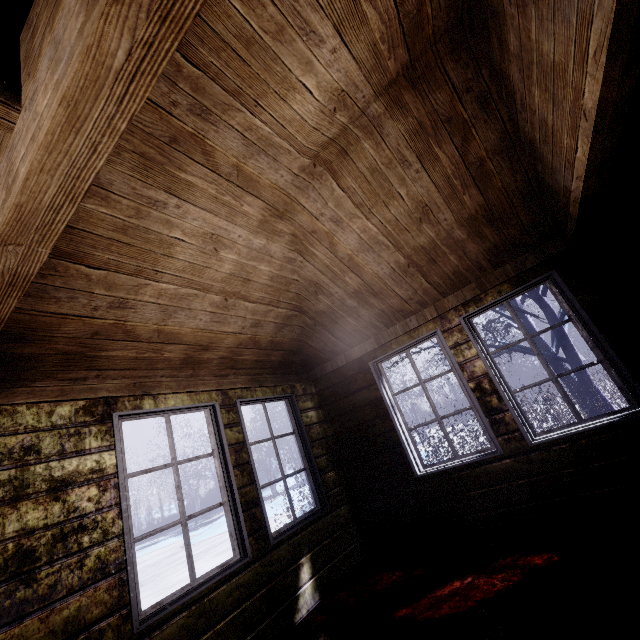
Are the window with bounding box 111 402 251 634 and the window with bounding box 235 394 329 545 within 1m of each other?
yes

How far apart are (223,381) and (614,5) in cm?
327

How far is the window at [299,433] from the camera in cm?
289

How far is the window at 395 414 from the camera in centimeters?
306cm

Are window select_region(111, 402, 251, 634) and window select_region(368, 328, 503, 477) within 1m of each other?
no

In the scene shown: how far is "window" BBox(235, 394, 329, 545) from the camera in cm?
289

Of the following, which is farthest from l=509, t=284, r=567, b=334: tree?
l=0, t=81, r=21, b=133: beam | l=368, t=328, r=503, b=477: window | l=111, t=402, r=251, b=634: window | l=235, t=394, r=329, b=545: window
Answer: l=0, t=81, r=21, b=133: beam

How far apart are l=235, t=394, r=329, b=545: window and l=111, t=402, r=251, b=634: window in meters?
0.2 m
